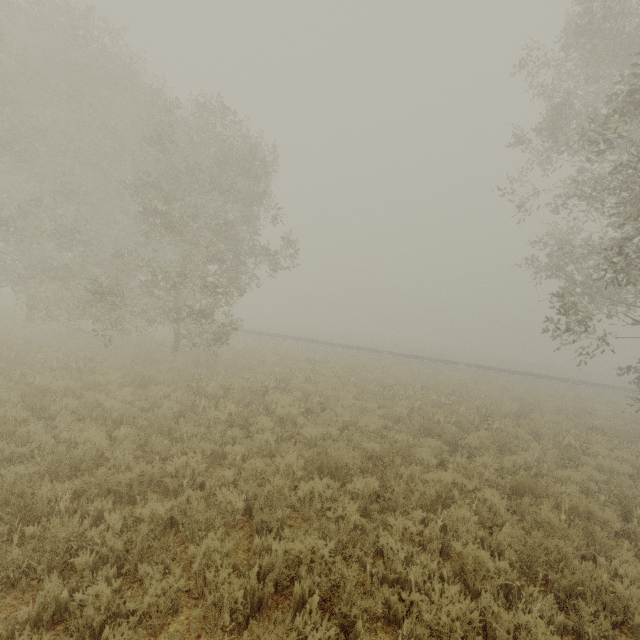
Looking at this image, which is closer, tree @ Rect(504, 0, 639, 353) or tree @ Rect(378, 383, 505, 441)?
tree @ Rect(504, 0, 639, 353)

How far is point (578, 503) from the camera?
6.27m

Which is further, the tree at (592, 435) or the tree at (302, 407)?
the tree at (592, 435)

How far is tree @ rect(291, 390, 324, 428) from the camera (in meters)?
9.13

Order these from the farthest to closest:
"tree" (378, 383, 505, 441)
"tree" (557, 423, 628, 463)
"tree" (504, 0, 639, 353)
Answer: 1. "tree" (378, 383, 505, 441)
2. "tree" (557, 423, 628, 463)
3. "tree" (504, 0, 639, 353)

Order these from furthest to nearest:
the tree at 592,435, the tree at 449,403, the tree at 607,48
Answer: the tree at 449,403 < the tree at 592,435 < the tree at 607,48
